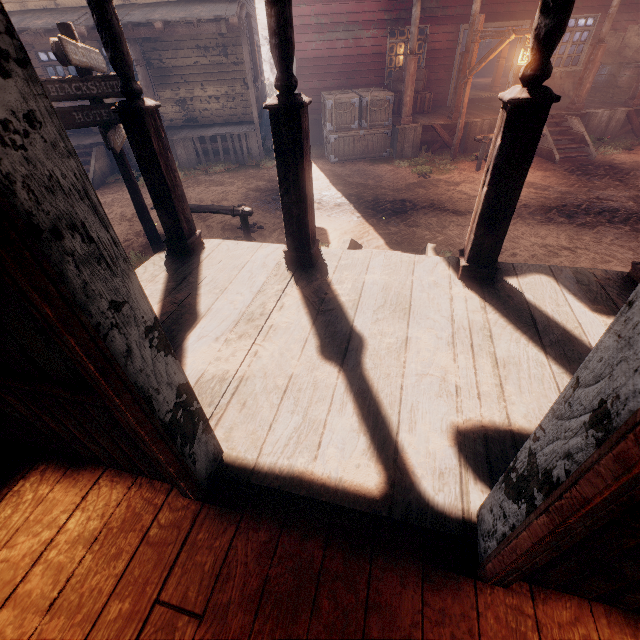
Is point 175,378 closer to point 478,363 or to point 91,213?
point 91,213

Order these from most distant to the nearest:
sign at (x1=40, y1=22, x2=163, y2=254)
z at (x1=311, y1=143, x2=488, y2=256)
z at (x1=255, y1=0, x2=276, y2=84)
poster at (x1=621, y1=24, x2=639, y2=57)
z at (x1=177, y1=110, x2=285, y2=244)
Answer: z at (x1=255, y1=0, x2=276, y2=84) → poster at (x1=621, y1=24, x2=639, y2=57) → z at (x1=177, y1=110, x2=285, y2=244) → z at (x1=311, y1=143, x2=488, y2=256) → sign at (x1=40, y1=22, x2=163, y2=254)

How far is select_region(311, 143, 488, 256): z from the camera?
6.39m

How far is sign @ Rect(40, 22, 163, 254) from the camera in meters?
4.2 m

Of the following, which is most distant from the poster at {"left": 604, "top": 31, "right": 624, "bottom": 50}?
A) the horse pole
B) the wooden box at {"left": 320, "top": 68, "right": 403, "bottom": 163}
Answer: the horse pole

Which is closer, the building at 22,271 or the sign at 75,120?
the building at 22,271

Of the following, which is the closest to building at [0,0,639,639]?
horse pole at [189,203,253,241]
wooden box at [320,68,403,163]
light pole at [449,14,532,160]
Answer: wooden box at [320,68,403,163]

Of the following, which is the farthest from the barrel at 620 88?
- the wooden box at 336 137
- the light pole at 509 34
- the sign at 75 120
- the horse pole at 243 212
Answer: the sign at 75 120
